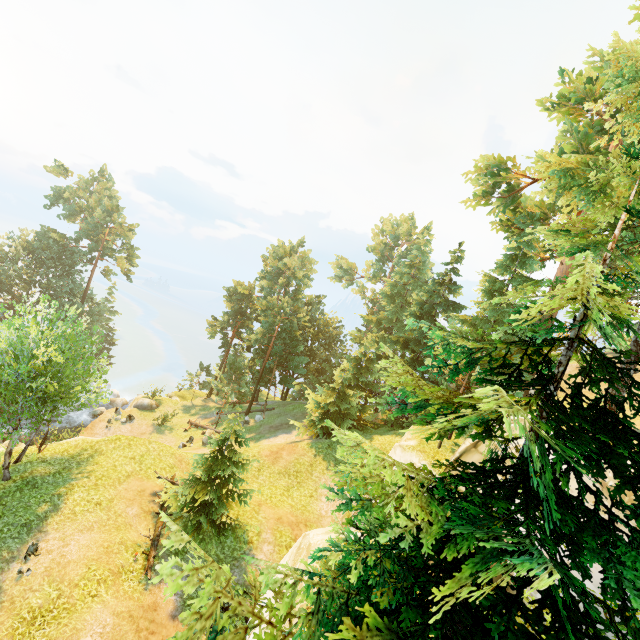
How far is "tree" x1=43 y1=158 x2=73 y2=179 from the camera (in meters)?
42.43

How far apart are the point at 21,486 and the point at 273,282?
34.0 meters

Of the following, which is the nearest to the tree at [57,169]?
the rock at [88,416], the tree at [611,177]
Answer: the tree at [611,177]

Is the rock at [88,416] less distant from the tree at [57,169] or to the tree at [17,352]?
the tree at [17,352]

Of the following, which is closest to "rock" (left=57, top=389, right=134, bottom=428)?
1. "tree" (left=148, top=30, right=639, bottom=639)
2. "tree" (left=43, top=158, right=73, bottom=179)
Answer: "tree" (left=148, top=30, right=639, bottom=639)

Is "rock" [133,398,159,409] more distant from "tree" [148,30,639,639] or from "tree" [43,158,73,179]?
"tree" [43,158,73,179]

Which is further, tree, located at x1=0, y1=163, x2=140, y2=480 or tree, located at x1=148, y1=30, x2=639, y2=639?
tree, located at x1=0, y1=163, x2=140, y2=480
